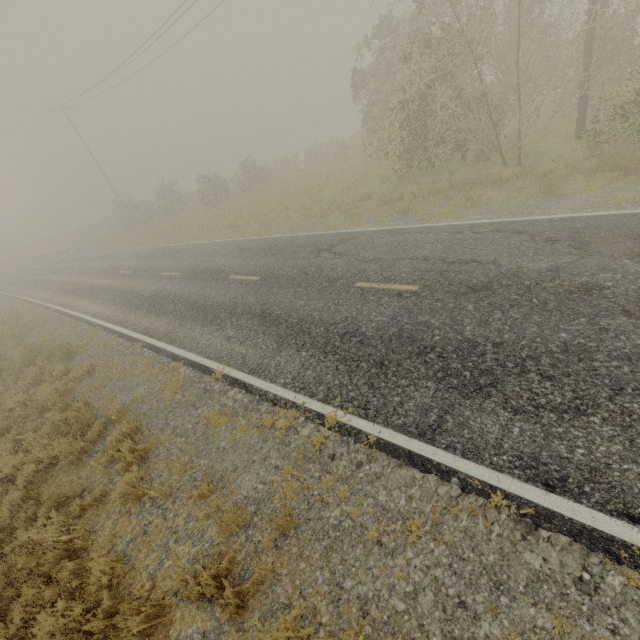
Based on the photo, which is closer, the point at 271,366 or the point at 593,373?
the point at 593,373
